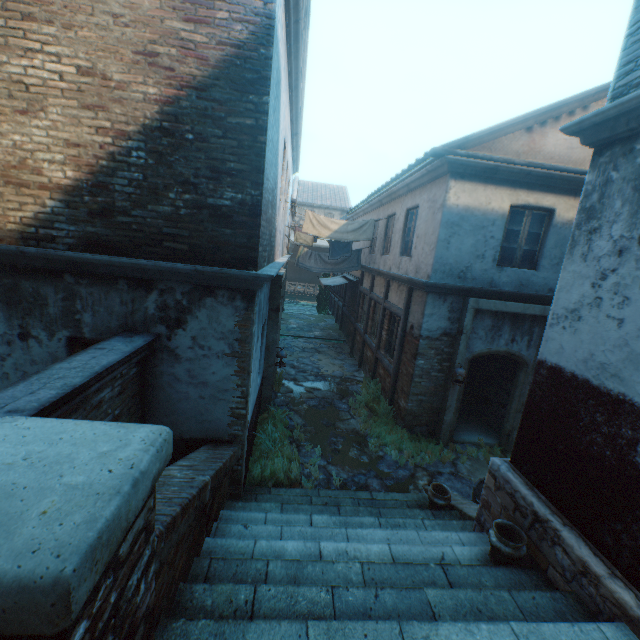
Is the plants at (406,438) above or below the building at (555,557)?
below

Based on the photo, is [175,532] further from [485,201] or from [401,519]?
[485,201]

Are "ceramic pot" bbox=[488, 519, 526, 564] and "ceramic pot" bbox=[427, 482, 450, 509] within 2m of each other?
yes

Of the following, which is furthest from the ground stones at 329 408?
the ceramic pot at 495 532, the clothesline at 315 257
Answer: the clothesline at 315 257

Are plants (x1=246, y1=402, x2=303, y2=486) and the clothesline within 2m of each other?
no

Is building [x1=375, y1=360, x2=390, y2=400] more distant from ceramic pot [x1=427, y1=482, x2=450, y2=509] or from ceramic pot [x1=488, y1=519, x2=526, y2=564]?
ceramic pot [x1=427, y1=482, x2=450, y2=509]

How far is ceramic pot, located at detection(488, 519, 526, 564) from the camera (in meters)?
3.40
